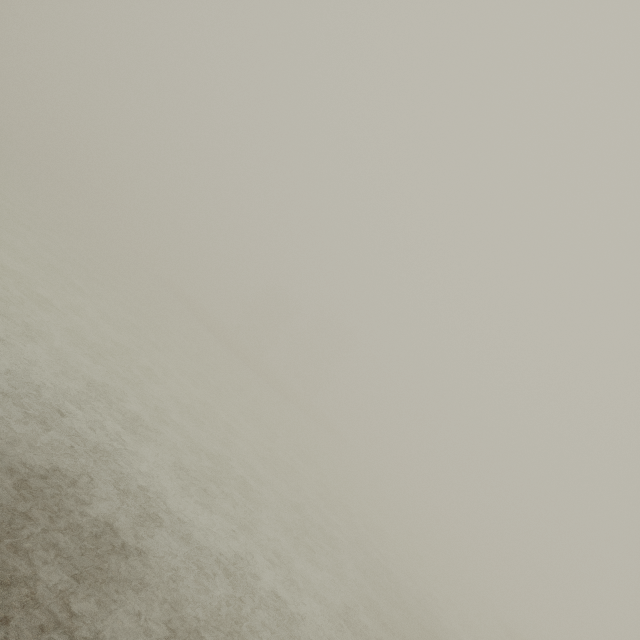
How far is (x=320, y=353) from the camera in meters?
59.6
